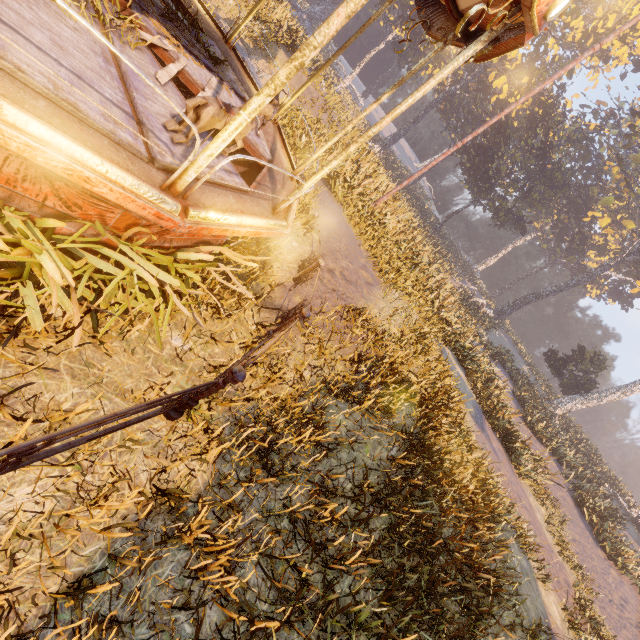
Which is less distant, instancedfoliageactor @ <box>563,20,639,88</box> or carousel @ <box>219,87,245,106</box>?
carousel @ <box>219,87,245,106</box>

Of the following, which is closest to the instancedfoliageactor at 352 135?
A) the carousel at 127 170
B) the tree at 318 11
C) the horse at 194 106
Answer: the carousel at 127 170

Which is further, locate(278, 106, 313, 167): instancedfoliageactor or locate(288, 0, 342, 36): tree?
locate(288, 0, 342, 36): tree

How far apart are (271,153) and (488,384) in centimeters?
1578cm

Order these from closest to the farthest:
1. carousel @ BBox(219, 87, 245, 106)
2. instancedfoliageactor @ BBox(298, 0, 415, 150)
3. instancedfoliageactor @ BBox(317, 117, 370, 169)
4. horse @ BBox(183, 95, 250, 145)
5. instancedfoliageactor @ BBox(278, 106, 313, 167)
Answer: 1. horse @ BBox(183, 95, 250, 145)
2. carousel @ BBox(219, 87, 245, 106)
3. instancedfoliageactor @ BBox(278, 106, 313, 167)
4. instancedfoliageactor @ BBox(317, 117, 370, 169)
5. instancedfoliageactor @ BBox(298, 0, 415, 150)

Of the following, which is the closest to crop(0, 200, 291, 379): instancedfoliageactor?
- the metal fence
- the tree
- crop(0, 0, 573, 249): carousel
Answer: crop(0, 0, 573, 249): carousel

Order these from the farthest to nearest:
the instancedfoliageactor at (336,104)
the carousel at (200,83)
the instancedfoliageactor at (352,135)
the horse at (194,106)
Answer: the instancedfoliageactor at (336,104) → the instancedfoliageactor at (352,135) → the carousel at (200,83) → the horse at (194,106)

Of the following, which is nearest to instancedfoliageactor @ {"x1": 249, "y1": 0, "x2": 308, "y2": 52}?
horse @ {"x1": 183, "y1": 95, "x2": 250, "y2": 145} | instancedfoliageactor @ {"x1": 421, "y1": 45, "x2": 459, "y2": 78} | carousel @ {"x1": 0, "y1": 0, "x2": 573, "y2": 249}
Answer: carousel @ {"x1": 0, "y1": 0, "x2": 573, "y2": 249}
